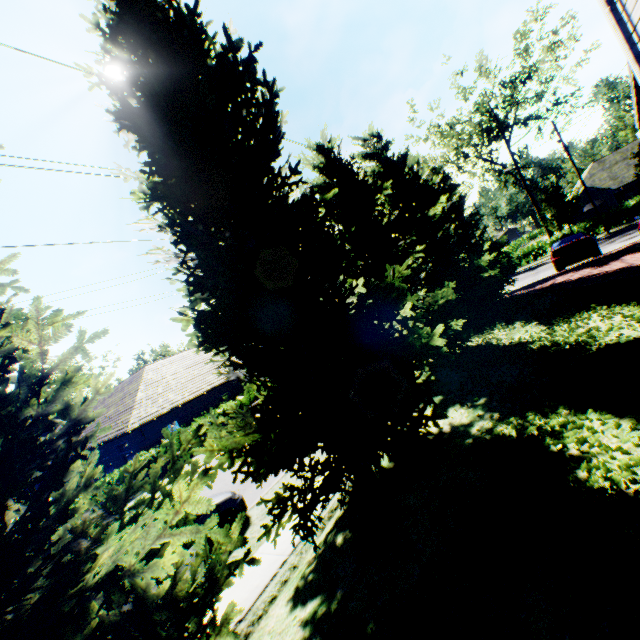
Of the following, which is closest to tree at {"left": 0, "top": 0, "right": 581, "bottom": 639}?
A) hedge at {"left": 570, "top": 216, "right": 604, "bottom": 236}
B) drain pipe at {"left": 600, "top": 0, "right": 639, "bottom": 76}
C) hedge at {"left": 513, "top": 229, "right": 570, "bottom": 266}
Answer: hedge at {"left": 513, "top": 229, "right": 570, "bottom": 266}

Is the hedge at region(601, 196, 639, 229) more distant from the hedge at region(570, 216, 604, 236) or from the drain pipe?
the drain pipe

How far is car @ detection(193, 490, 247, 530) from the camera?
8.34m

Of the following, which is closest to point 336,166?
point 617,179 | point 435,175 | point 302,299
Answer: point 302,299

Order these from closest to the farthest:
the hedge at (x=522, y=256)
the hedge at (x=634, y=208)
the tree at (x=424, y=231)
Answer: the tree at (x=424, y=231)
the hedge at (x=634, y=208)
the hedge at (x=522, y=256)

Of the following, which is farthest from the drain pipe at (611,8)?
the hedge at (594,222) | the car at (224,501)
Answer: the hedge at (594,222)

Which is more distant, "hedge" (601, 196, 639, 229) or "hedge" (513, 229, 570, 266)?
"hedge" (513, 229, 570, 266)

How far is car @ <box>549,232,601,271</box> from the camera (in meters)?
15.48
